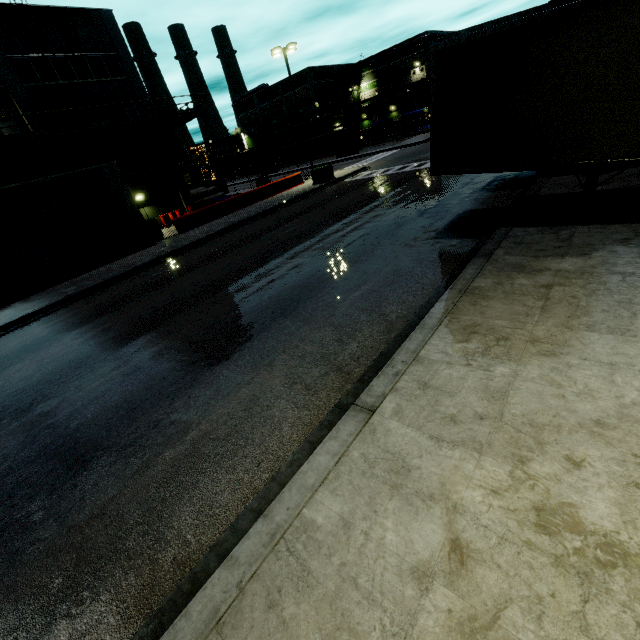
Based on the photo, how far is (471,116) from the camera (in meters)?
7.44

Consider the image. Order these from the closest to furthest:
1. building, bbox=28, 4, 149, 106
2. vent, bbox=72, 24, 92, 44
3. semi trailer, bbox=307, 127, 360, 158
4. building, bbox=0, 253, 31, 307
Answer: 1. building, bbox=0, 253, 31, 307
2. building, bbox=28, 4, 149, 106
3. vent, bbox=72, 24, 92, 44
4. semi trailer, bbox=307, 127, 360, 158

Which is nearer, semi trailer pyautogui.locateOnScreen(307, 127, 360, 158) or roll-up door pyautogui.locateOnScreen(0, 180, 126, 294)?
roll-up door pyautogui.locateOnScreen(0, 180, 126, 294)

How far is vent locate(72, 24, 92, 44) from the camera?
22.3 meters

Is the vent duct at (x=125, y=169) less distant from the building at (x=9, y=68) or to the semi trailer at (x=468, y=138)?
the building at (x=9, y=68)

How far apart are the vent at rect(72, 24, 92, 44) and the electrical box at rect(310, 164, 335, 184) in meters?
17.7 m

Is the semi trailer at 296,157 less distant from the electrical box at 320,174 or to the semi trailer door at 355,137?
the semi trailer door at 355,137

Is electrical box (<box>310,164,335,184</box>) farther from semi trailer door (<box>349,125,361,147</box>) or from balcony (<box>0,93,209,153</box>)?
semi trailer door (<box>349,125,361,147</box>)
